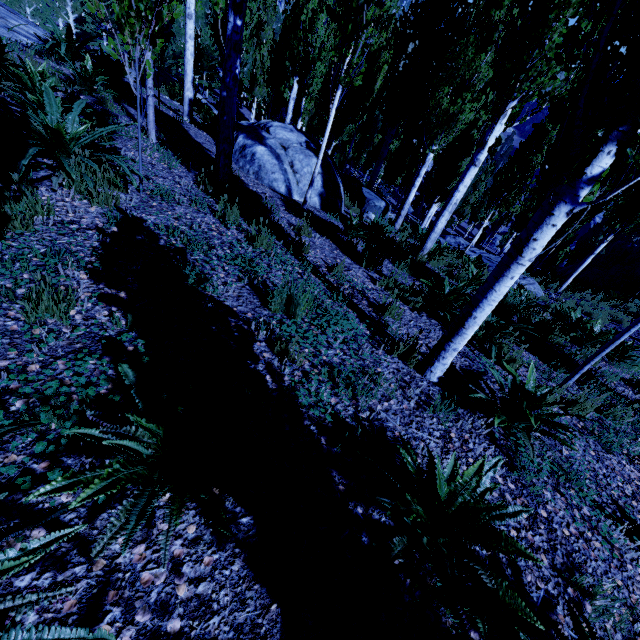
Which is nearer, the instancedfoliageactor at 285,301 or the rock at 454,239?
the instancedfoliageactor at 285,301

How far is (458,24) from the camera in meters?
9.5

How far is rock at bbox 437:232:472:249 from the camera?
16.0m

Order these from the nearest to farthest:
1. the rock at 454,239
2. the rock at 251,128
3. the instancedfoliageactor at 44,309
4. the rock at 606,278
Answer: the instancedfoliageactor at 44,309
the rock at 251,128
the rock at 454,239
the rock at 606,278

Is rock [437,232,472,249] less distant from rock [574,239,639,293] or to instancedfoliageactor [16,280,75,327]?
instancedfoliageactor [16,280,75,327]

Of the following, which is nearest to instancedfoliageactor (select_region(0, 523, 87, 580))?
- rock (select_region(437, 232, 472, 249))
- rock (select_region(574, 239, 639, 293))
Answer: rock (select_region(437, 232, 472, 249))

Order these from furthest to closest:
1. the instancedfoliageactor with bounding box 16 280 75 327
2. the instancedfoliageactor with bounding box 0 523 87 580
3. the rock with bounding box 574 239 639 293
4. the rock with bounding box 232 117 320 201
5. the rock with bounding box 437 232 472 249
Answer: the rock with bounding box 574 239 639 293
the rock with bounding box 437 232 472 249
the rock with bounding box 232 117 320 201
the instancedfoliageactor with bounding box 16 280 75 327
the instancedfoliageactor with bounding box 0 523 87 580

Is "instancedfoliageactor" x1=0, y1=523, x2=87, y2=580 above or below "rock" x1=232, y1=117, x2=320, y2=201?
above
